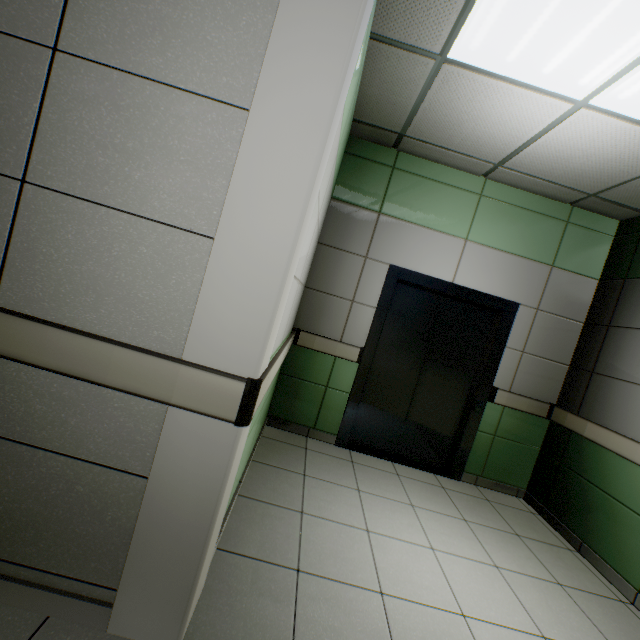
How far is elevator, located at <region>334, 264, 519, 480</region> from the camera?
3.5 meters

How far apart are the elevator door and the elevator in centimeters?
0cm

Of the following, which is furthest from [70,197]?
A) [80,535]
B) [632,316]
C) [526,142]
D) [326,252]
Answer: [632,316]

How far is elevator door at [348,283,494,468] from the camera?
3.67m

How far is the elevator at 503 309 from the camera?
3.5m

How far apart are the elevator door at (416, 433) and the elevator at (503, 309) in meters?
0.0 m
